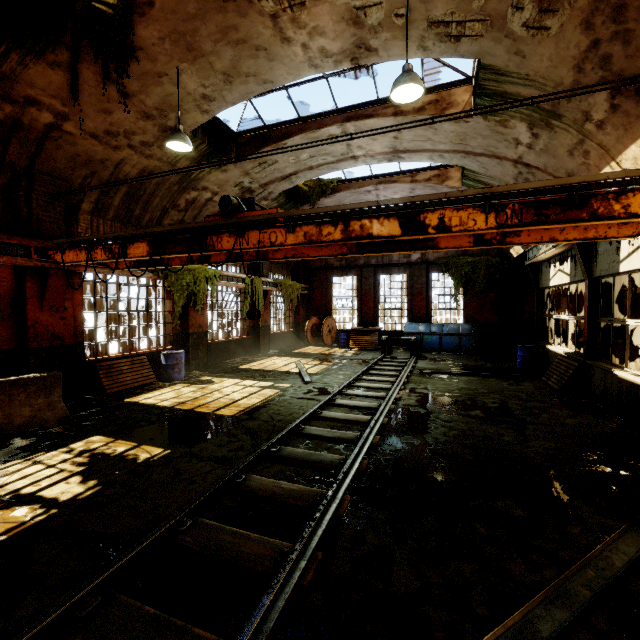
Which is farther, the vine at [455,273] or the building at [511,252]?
the vine at [455,273]

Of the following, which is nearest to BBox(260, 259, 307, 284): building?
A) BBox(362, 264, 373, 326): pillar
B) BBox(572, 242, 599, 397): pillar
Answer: BBox(572, 242, 599, 397): pillar

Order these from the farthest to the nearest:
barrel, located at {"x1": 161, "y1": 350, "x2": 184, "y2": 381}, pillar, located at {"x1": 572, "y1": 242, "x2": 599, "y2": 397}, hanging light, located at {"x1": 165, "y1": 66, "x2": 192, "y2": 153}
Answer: barrel, located at {"x1": 161, "y1": 350, "x2": 184, "y2": 381}
pillar, located at {"x1": 572, "y1": 242, "x2": 599, "y2": 397}
hanging light, located at {"x1": 165, "y1": 66, "x2": 192, "y2": 153}

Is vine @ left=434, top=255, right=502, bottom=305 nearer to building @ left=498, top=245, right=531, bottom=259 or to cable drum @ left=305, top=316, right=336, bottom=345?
building @ left=498, top=245, right=531, bottom=259

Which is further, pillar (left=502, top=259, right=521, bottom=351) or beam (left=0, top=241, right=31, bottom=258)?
pillar (left=502, top=259, right=521, bottom=351)

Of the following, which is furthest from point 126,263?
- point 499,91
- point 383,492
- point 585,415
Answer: point 585,415

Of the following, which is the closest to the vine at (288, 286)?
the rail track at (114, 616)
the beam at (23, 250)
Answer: the rail track at (114, 616)

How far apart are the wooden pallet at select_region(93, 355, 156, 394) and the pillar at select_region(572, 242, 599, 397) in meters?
12.6 m
